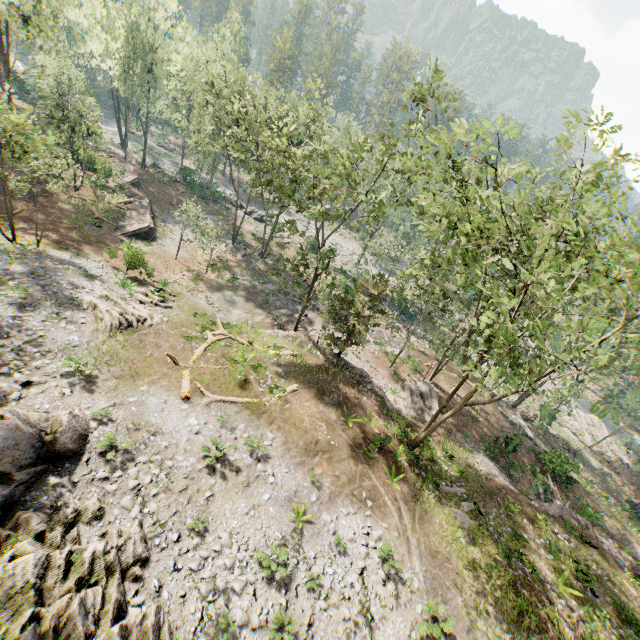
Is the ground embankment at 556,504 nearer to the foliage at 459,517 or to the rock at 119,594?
the foliage at 459,517

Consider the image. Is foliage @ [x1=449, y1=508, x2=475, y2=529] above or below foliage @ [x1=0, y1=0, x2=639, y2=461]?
below

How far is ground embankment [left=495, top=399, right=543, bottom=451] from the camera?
31.9m

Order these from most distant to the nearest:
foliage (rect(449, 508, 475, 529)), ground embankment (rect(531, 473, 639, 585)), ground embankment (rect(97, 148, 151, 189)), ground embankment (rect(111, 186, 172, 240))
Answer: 1. ground embankment (rect(97, 148, 151, 189))
2. ground embankment (rect(111, 186, 172, 240))
3. ground embankment (rect(531, 473, 639, 585))
4. foliage (rect(449, 508, 475, 529))

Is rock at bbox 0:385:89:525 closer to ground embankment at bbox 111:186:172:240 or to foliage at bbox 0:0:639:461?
foliage at bbox 0:0:639:461

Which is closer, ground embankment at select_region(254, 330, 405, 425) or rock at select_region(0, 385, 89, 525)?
rock at select_region(0, 385, 89, 525)

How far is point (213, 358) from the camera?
20.2 meters

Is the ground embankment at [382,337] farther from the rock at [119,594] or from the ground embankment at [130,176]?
the rock at [119,594]
